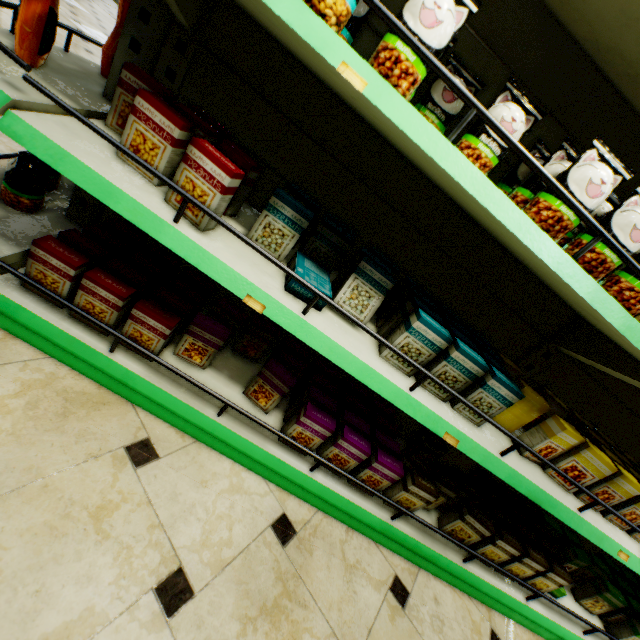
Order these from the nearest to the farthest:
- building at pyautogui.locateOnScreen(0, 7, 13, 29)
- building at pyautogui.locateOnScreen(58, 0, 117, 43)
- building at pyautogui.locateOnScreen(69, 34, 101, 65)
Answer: building at pyautogui.locateOnScreen(0, 7, 13, 29), building at pyautogui.locateOnScreen(69, 34, 101, 65), building at pyautogui.locateOnScreen(58, 0, 117, 43)

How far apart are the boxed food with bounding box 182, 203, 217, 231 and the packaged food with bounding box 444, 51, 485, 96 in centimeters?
53cm

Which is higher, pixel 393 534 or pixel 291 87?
pixel 291 87

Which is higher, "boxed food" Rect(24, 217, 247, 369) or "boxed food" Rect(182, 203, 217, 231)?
"boxed food" Rect(182, 203, 217, 231)

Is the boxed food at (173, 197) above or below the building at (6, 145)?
above

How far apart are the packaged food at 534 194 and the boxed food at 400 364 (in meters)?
0.42

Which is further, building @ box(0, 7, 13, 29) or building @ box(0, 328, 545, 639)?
building @ box(0, 7, 13, 29)

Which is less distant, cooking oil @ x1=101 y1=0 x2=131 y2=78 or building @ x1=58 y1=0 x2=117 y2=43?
cooking oil @ x1=101 y1=0 x2=131 y2=78
